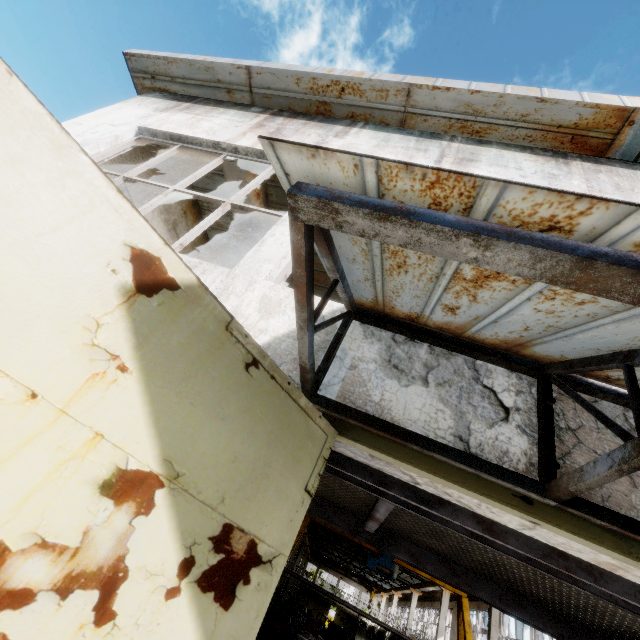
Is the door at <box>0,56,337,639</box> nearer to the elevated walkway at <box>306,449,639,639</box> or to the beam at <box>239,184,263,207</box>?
the elevated walkway at <box>306,449,639,639</box>

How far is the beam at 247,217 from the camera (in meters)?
6.37

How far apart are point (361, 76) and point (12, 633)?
7.1 meters

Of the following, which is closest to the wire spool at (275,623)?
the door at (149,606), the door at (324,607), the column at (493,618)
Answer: the column at (493,618)

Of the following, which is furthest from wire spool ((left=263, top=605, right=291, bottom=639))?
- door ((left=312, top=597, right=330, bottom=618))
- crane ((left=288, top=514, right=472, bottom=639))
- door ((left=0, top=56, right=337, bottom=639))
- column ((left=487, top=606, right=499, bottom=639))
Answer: door ((left=312, top=597, right=330, bottom=618))

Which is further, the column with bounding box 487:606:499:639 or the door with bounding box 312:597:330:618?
the door with bounding box 312:597:330:618

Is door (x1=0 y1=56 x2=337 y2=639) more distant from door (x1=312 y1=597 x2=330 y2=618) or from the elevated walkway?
door (x1=312 y1=597 x2=330 y2=618)

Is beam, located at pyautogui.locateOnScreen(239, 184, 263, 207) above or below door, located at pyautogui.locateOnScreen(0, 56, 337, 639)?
above
